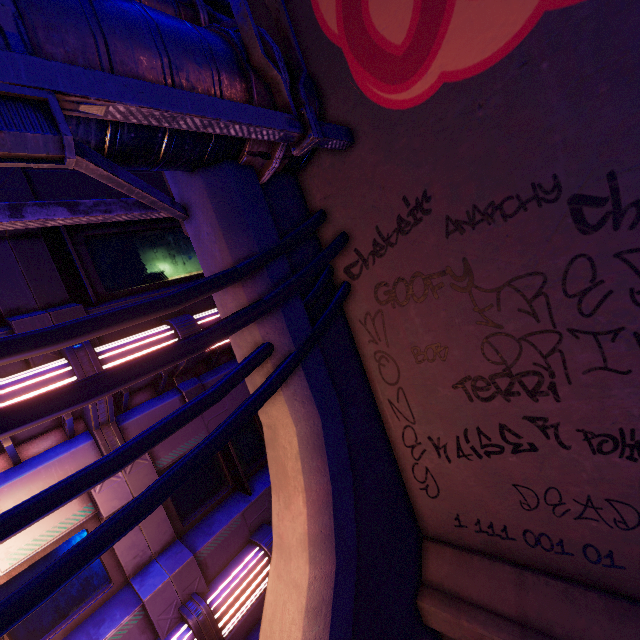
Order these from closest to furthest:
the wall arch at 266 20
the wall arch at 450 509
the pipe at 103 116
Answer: the pipe at 103 116 < the wall arch at 450 509 < the wall arch at 266 20

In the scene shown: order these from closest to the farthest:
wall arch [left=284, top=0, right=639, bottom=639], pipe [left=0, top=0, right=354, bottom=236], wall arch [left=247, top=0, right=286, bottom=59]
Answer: pipe [left=0, top=0, right=354, bottom=236], wall arch [left=284, top=0, right=639, bottom=639], wall arch [left=247, top=0, right=286, bottom=59]

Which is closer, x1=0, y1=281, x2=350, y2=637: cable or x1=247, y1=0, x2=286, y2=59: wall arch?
x1=0, y1=281, x2=350, y2=637: cable

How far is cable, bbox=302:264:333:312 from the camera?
4.44m

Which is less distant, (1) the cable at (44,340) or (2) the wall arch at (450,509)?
(1) the cable at (44,340)

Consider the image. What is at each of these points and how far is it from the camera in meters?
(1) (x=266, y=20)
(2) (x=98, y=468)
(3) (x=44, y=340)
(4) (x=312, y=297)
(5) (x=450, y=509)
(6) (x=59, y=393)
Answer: (1) wall arch, 4.4
(2) cable, 2.5
(3) cable, 2.2
(4) cable, 4.5
(5) wall arch, 5.0
(6) cable, 2.1
